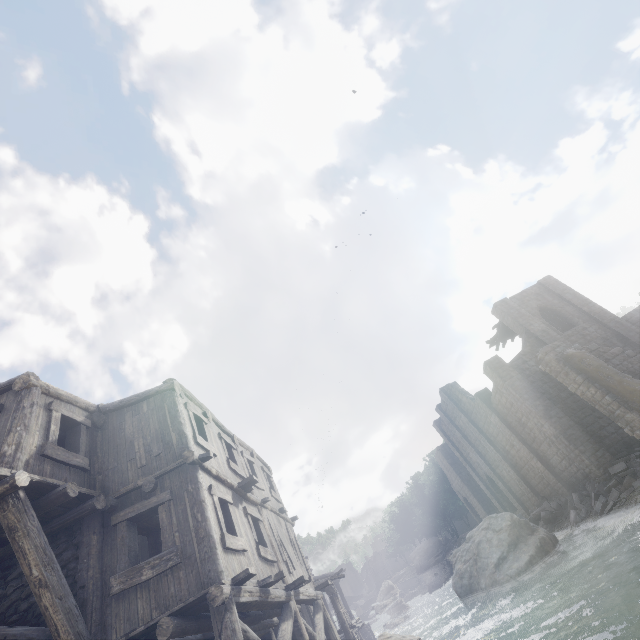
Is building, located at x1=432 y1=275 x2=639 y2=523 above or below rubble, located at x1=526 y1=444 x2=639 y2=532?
above

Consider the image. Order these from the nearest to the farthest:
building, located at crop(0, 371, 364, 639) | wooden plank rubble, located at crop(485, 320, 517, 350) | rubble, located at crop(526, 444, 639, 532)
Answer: building, located at crop(0, 371, 364, 639) < rubble, located at crop(526, 444, 639, 532) < wooden plank rubble, located at crop(485, 320, 517, 350)

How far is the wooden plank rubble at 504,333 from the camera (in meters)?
28.25

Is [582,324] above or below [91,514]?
above

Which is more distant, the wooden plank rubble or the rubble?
the wooden plank rubble

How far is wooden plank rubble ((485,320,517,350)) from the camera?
28.2m

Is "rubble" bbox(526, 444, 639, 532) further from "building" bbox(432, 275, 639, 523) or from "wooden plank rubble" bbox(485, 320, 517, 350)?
"wooden plank rubble" bbox(485, 320, 517, 350)

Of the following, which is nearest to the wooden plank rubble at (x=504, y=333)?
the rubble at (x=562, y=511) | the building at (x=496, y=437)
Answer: the building at (x=496, y=437)
